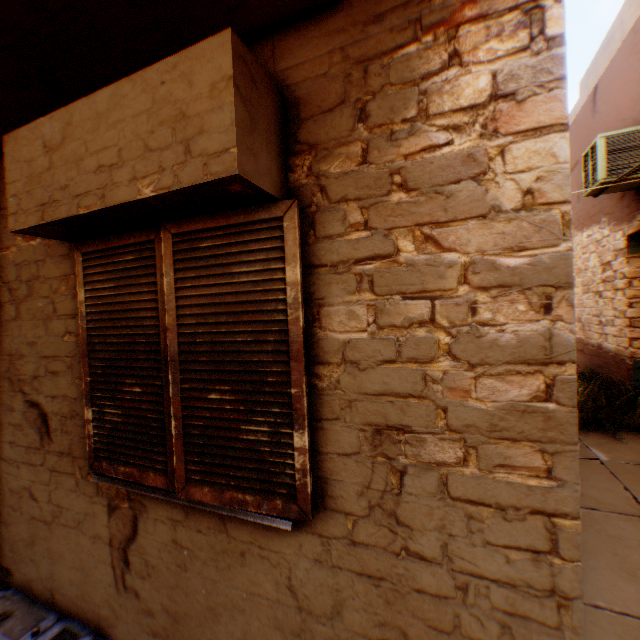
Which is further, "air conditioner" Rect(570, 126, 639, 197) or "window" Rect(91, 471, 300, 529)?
"air conditioner" Rect(570, 126, 639, 197)

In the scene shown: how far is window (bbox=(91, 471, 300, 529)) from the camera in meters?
1.6 m

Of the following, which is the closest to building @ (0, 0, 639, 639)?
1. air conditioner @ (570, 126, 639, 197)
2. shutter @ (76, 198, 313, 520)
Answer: shutter @ (76, 198, 313, 520)

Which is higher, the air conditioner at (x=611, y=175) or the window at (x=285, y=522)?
the air conditioner at (x=611, y=175)

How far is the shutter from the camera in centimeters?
156cm

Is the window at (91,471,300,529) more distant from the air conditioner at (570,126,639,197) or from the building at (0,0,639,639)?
the air conditioner at (570,126,639,197)

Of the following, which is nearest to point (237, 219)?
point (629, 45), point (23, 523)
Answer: point (23, 523)

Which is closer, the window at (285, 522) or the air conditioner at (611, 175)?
the window at (285, 522)
